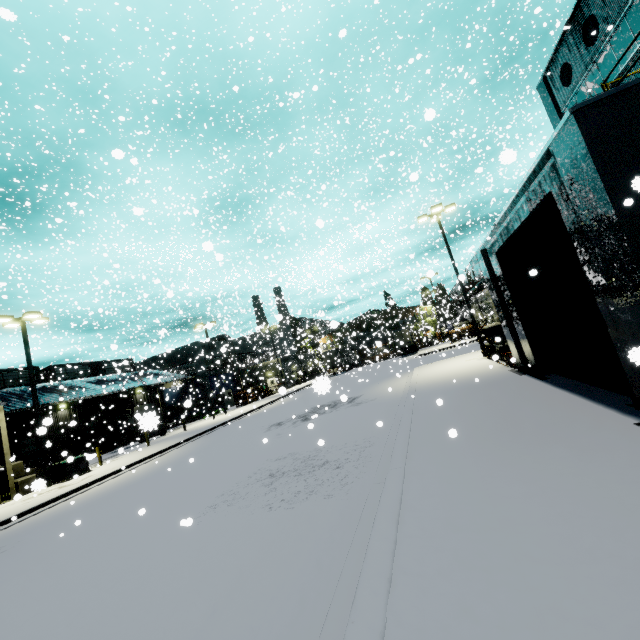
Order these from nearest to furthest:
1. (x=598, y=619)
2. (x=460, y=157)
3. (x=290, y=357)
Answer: (x=598, y=619)
(x=460, y=157)
(x=290, y=357)

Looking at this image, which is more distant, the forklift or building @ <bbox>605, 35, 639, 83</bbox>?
building @ <bbox>605, 35, 639, 83</bbox>

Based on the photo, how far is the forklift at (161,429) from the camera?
1.9m

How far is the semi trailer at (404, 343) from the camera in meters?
44.6 m

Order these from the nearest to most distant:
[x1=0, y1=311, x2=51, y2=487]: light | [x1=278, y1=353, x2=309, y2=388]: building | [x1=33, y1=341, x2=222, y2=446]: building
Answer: [x1=0, y1=311, x2=51, y2=487]: light < [x1=33, y1=341, x2=222, y2=446]: building < [x1=278, y1=353, x2=309, y2=388]: building

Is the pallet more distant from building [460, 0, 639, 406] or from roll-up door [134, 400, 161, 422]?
roll-up door [134, 400, 161, 422]

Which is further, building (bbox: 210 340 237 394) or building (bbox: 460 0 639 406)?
building (bbox: 210 340 237 394)

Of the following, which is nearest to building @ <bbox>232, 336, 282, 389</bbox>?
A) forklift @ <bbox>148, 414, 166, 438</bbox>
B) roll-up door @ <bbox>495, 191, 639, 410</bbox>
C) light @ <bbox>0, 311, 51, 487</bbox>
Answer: roll-up door @ <bbox>495, 191, 639, 410</bbox>
